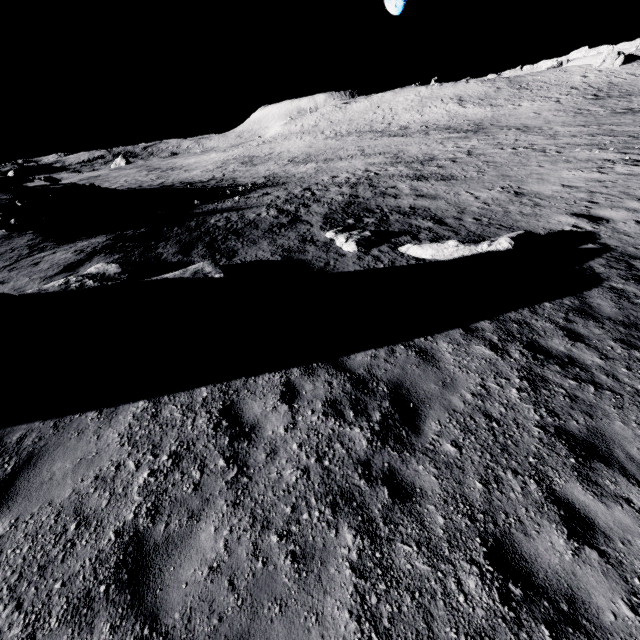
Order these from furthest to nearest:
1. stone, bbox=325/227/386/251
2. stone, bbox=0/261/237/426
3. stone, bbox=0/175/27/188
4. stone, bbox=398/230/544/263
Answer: stone, bbox=0/175/27/188
stone, bbox=325/227/386/251
stone, bbox=398/230/544/263
stone, bbox=0/261/237/426

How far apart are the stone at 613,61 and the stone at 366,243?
69.8m

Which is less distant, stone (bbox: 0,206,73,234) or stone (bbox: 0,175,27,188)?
stone (bbox: 0,206,73,234)

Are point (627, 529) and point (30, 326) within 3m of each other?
no

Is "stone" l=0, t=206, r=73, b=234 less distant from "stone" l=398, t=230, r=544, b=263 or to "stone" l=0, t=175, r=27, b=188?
"stone" l=0, t=175, r=27, b=188

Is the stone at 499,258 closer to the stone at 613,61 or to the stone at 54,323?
the stone at 54,323

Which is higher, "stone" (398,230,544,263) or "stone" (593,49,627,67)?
"stone" (593,49,627,67)

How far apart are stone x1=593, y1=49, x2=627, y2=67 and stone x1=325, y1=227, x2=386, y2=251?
69.8 meters
